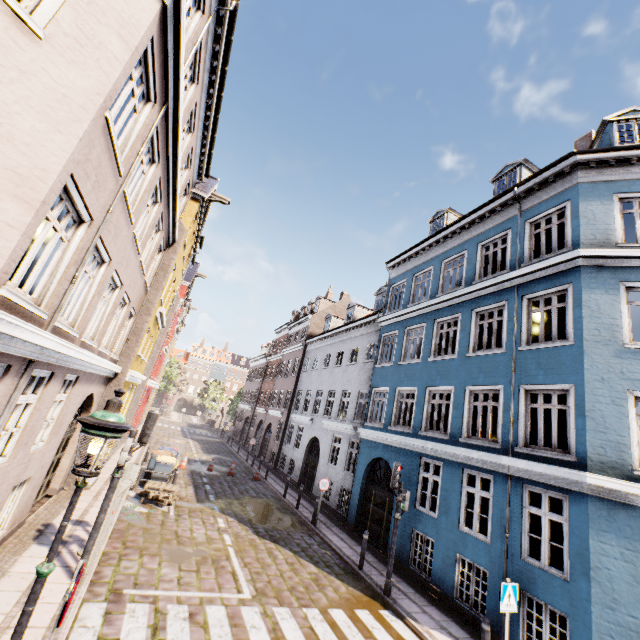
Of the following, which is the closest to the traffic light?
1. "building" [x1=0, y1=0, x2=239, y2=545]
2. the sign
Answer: "building" [x1=0, y1=0, x2=239, y2=545]

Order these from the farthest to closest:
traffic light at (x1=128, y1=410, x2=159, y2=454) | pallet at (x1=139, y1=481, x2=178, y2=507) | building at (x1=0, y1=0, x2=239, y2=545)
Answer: pallet at (x1=139, y1=481, x2=178, y2=507) → traffic light at (x1=128, y1=410, x2=159, y2=454) → building at (x1=0, y1=0, x2=239, y2=545)

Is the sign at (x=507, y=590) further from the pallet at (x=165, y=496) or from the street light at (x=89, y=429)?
the pallet at (x=165, y=496)

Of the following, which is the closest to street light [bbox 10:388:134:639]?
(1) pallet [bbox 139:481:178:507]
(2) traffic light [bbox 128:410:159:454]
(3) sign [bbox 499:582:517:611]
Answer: (2) traffic light [bbox 128:410:159:454]

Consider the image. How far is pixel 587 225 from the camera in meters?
9.6 m

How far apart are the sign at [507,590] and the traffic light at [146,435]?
8.1 meters

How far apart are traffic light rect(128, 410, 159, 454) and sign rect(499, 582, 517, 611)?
8.1m

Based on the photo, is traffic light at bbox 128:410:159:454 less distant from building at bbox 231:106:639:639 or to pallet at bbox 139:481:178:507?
building at bbox 231:106:639:639
